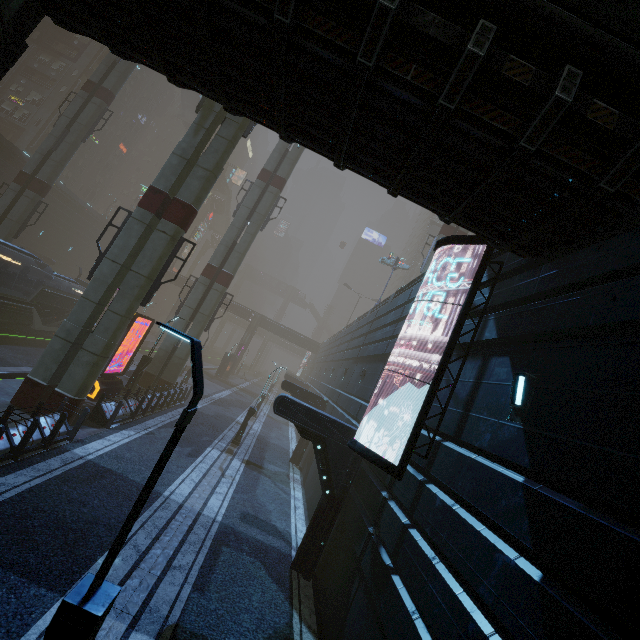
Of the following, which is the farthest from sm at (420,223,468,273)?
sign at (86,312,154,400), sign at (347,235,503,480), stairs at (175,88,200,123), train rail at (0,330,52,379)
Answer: stairs at (175,88,200,123)

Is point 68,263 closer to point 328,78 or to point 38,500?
point 38,500

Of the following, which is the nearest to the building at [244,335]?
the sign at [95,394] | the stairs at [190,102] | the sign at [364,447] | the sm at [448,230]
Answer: the sign at [364,447]

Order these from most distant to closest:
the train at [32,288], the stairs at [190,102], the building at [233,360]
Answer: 1. the stairs at [190,102]
2. the building at [233,360]
3. the train at [32,288]

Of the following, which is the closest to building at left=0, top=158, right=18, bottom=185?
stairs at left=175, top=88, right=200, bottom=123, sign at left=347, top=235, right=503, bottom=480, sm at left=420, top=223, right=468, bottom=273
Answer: sign at left=347, top=235, right=503, bottom=480

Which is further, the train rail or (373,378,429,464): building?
the train rail

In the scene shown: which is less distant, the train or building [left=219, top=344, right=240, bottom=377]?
the train

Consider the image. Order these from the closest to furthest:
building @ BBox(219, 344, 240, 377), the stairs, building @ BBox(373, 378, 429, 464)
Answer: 1. building @ BBox(373, 378, 429, 464)
2. building @ BBox(219, 344, 240, 377)
3. the stairs
